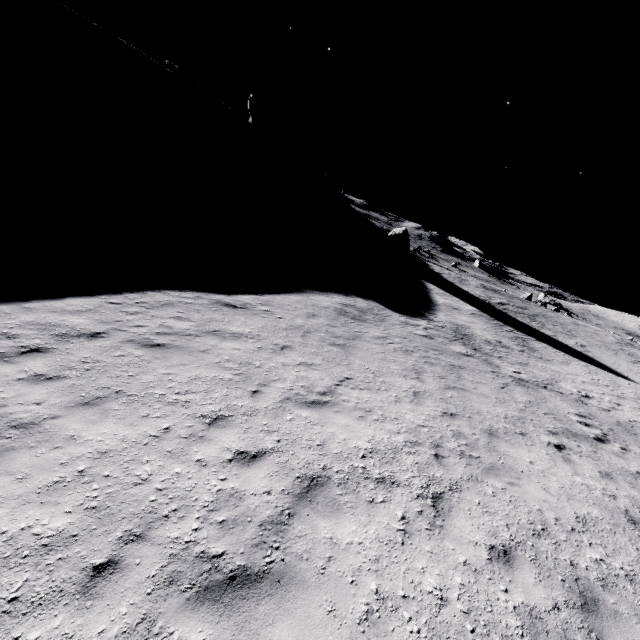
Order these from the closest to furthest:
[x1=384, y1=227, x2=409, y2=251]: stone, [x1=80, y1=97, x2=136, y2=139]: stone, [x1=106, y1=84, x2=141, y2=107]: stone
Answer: [x1=80, y1=97, x2=136, y2=139]: stone, [x1=106, y1=84, x2=141, y2=107]: stone, [x1=384, y1=227, x2=409, y2=251]: stone

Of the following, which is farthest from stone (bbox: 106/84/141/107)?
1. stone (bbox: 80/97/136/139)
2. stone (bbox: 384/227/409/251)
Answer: stone (bbox: 384/227/409/251)

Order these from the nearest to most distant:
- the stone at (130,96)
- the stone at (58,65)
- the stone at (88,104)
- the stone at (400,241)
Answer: the stone at (58,65)
the stone at (88,104)
the stone at (130,96)
the stone at (400,241)

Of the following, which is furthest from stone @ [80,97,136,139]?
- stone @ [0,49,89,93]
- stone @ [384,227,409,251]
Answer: stone @ [384,227,409,251]

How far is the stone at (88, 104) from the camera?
40.97m

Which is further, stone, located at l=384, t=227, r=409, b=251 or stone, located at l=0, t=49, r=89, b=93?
stone, located at l=384, t=227, r=409, b=251

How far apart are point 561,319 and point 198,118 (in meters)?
62.56

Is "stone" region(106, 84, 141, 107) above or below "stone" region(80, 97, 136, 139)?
above
